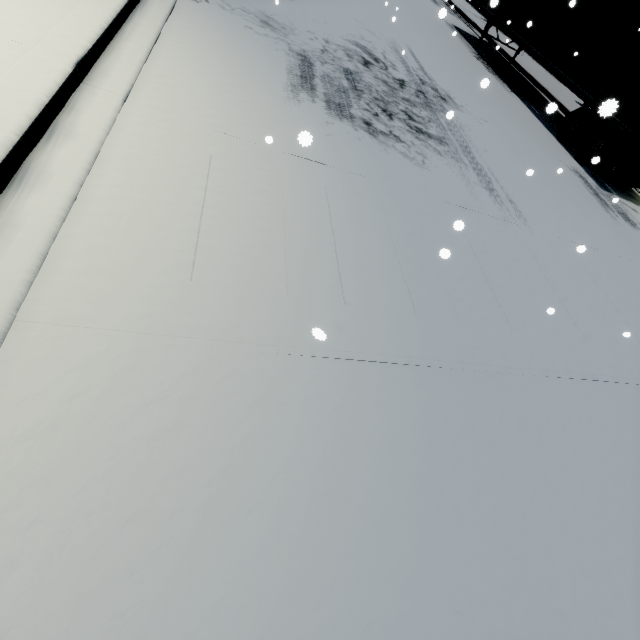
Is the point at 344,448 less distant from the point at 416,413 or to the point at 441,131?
the point at 416,413
